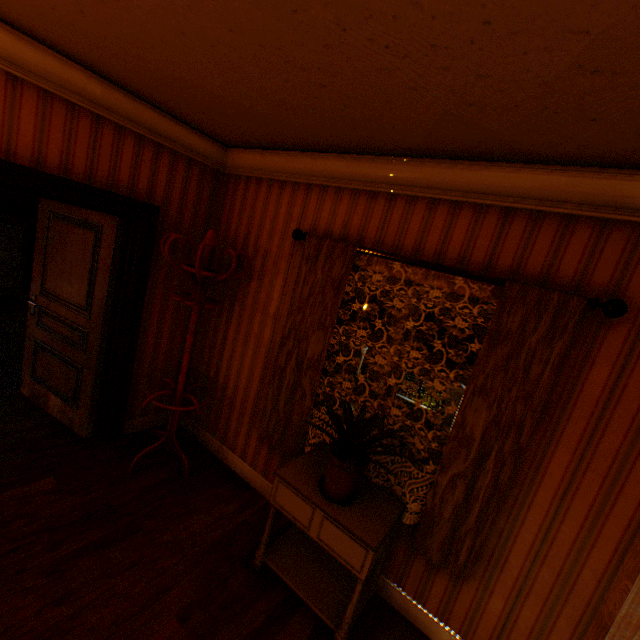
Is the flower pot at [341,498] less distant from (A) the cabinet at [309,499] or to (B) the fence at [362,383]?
(A) the cabinet at [309,499]

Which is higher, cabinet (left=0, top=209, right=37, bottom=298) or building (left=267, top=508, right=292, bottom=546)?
cabinet (left=0, top=209, right=37, bottom=298)

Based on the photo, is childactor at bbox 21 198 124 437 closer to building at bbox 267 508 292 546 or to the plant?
building at bbox 267 508 292 546

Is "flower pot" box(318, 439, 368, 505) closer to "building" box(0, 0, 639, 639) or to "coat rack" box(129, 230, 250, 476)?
"building" box(0, 0, 639, 639)

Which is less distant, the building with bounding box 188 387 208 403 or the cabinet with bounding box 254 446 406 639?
the cabinet with bounding box 254 446 406 639

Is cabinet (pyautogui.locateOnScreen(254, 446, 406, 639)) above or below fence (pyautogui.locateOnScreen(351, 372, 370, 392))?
above

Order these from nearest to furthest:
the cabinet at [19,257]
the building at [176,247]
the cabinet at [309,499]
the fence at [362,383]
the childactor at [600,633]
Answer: the childactor at [600,633]
the cabinet at [309,499]
the building at [176,247]
the cabinet at [19,257]
the fence at [362,383]

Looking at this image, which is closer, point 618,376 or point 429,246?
point 618,376
